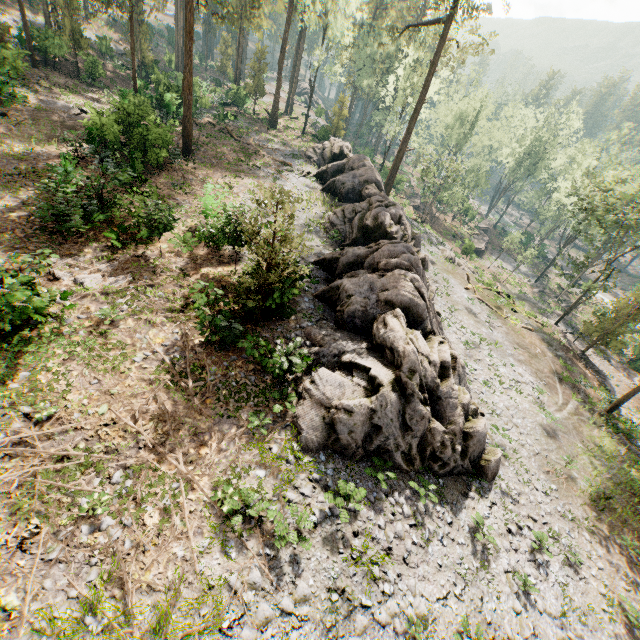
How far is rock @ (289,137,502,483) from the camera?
11.80m

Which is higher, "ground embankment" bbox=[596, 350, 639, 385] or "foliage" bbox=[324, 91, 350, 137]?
"foliage" bbox=[324, 91, 350, 137]

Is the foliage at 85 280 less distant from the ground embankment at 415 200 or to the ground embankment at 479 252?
the ground embankment at 479 252

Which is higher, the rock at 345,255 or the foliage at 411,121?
the foliage at 411,121

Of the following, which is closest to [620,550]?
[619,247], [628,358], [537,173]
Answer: [619,247]

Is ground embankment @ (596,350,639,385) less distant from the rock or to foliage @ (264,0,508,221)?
foliage @ (264,0,508,221)

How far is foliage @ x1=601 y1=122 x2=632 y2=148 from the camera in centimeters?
4749cm

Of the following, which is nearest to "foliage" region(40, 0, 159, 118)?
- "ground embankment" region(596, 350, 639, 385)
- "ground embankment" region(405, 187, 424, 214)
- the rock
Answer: the rock
